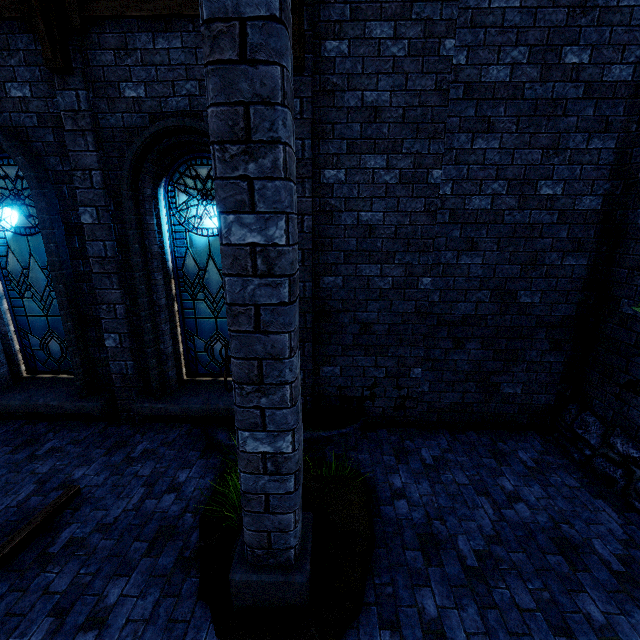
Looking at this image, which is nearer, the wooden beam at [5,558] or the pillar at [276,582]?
the pillar at [276,582]

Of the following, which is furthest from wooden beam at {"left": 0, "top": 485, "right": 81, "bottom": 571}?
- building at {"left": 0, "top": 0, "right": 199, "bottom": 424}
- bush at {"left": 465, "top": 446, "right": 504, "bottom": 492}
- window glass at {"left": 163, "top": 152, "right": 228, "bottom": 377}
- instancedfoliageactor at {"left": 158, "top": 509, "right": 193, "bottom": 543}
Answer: bush at {"left": 465, "top": 446, "right": 504, "bottom": 492}

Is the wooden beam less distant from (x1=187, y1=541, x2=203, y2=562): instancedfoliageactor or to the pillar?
(x1=187, y1=541, x2=203, y2=562): instancedfoliageactor

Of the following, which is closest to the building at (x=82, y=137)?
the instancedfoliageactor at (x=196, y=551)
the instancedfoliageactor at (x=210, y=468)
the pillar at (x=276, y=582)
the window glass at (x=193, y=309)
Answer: the pillar at (x=276, y=582)

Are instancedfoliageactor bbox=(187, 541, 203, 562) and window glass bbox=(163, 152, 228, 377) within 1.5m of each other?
no

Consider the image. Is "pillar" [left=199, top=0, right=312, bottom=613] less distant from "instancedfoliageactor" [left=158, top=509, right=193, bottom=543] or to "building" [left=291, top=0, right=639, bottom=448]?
"building" [left=291, top=0, right=639, bottom=448]

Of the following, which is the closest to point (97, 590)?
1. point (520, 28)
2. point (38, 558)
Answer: point (38, 558)

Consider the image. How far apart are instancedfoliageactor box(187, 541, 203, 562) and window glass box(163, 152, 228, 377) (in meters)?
2.68
